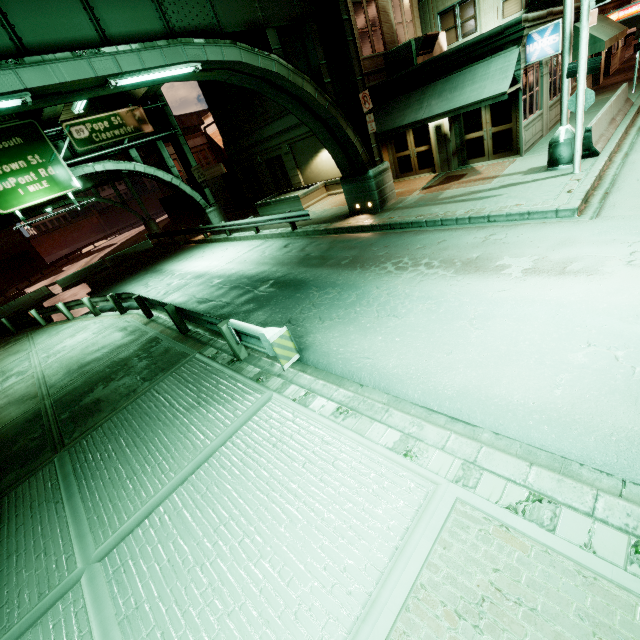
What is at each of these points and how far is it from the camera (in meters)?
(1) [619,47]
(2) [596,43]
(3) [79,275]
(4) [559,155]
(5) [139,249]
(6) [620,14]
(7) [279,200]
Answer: (1) building, 25.84
(2) awning, 15.32
(3) barrier, 27.61
(4) street light, 10.88
(5) barrier, 29.42
(6) sign, 19.53
(7) planter, 21.62

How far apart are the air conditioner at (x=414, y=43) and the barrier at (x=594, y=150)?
7.8 meters

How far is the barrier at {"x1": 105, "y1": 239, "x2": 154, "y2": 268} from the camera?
28.64m

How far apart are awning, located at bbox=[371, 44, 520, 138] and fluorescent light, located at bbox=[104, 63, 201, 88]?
9.6 meters

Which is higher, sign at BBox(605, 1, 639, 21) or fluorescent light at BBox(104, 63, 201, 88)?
fluorescent light at BBox(104, 63, 201, 88)

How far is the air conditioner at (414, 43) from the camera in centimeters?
1505cm

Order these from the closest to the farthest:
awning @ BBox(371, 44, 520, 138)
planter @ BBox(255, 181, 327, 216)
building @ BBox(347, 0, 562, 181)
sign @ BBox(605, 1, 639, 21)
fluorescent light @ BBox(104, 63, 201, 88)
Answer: fluorescent light @ BBox(104, 63, 201, 88) → awning @ BBox(371, 44, 520, 138) → building @ BBox(347, 0, 562, 181) → sign @ BBox(605, 1, 639, 21) → planter @ BBox(255, 181, 327, 216)

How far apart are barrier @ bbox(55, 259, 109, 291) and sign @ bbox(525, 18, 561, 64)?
32.09m
